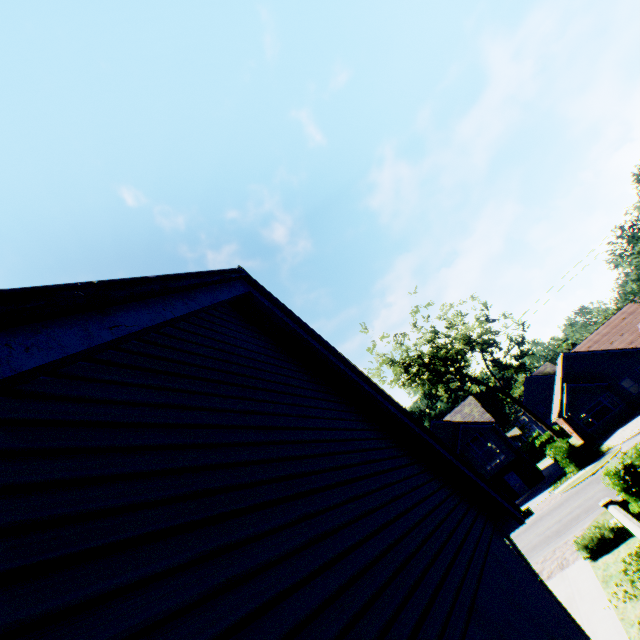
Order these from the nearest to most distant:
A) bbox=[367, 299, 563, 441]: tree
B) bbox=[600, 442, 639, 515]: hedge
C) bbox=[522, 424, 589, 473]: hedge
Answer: bbox=[600, 442, 639, 515]: hedge
bbox=[522, 424, 589, 473]: hedge
bbox=[367, 299, 563, 441]: tree

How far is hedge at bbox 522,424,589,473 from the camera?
25.2m

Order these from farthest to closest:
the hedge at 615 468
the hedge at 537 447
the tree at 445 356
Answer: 1. the tree at 445 356
2. the hedge at 537 447
3. the hedge at 615 468

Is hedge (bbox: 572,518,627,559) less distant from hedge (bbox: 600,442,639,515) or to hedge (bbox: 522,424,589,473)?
hedge (bbox: 600,442,639,515)

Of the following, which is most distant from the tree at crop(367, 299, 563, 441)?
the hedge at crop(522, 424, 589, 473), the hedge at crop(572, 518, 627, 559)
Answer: the hedge at crop(572, 518, 627, 559)

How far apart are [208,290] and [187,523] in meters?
2.0

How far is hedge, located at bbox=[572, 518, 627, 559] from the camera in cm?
1165

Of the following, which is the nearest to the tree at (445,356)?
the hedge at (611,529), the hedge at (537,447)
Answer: the hedge at (537,447)
